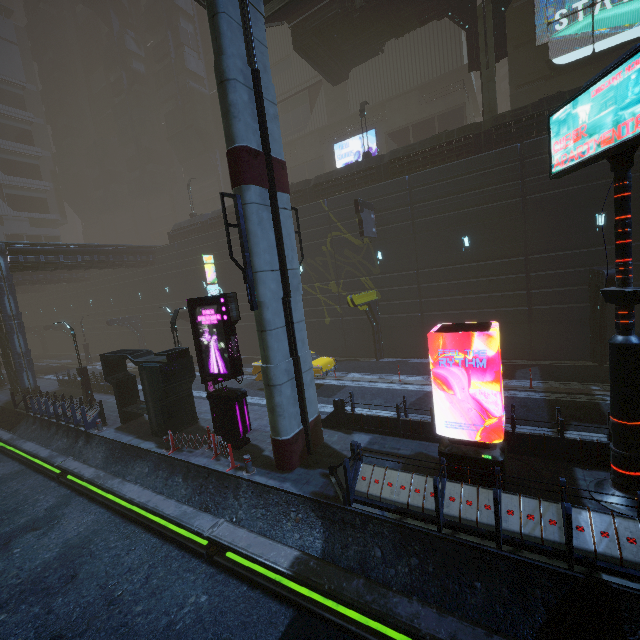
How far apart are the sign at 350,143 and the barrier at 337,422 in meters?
31.1 m

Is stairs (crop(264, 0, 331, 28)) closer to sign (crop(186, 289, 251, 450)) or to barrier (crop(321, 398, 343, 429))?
sign (crop(186, 289, 251, 450))

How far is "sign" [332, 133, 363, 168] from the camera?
36.34m

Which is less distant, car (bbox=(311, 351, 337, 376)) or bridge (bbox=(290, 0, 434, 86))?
car (bbox=(311, 351, 337, 376))

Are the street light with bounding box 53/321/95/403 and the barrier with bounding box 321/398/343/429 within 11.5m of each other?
no

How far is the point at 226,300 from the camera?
11.48m

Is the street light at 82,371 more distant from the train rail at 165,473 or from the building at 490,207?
the train rail at 165,473

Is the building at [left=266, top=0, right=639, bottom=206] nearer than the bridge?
Yes
